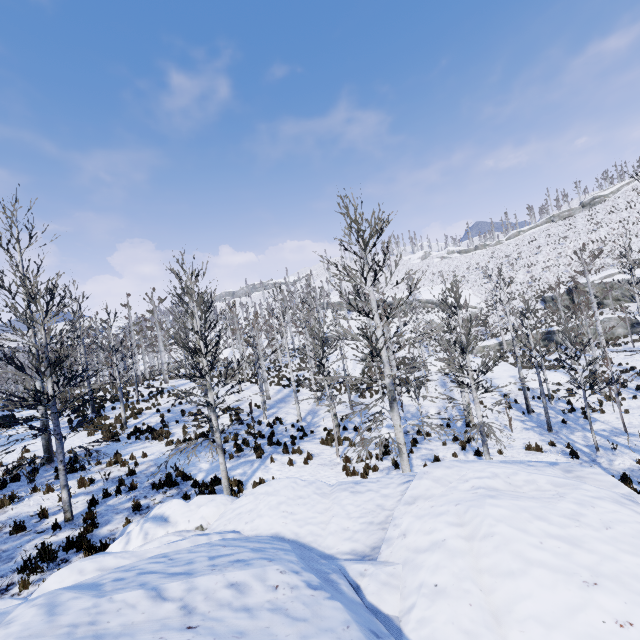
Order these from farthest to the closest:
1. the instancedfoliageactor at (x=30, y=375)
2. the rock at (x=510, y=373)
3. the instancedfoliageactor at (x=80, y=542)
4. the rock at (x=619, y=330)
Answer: the rock at (x=619, y=330)
the rock at (x=510, y=373)
the instancedfoliageactor at (x=30, y=375)
the instancedfoliageactor at (x=80, y=542)

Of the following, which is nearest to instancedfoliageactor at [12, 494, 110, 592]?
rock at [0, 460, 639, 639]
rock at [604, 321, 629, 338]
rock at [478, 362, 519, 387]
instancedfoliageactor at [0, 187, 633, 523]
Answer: rock at [0, 460, 639, 639]

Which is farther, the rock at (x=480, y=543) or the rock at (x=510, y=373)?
the rock at (x=510, y=373)

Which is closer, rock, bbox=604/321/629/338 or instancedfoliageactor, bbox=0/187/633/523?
instancedfoliageactor, bbox=0/187/633/523

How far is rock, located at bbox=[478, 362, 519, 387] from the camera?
25.0m

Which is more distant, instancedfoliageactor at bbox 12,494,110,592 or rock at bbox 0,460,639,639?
instancedfoliageactor at bbox 12,494,110,592

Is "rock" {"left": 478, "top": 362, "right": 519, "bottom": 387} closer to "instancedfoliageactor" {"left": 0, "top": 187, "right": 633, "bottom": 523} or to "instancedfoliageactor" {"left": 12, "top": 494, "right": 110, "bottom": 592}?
"instancedfoliageactor" {"left": 0, "top": 187, "right": 633, "bottom": 523}

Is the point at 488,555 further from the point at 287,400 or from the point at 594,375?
the point at 287,400
